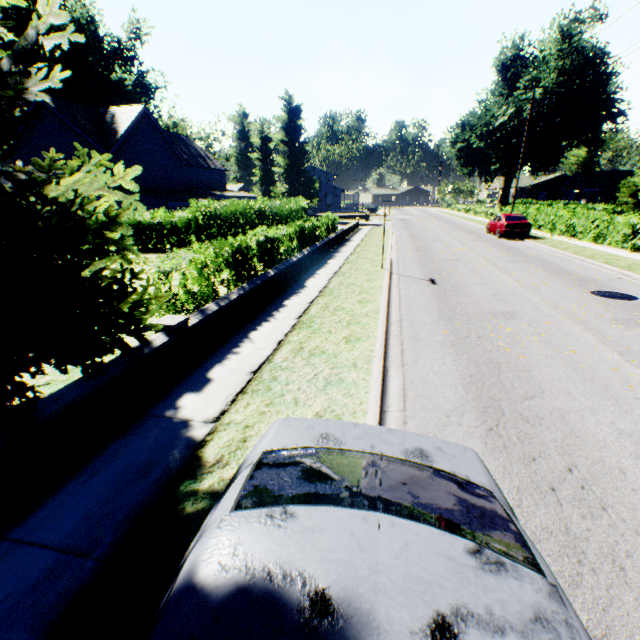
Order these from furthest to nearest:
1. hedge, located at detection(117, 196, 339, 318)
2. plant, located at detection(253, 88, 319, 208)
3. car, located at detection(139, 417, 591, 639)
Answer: plant, located at detection(253, 88, 319, 208), hedge, located at detection(117, 196, 339, 318), car, located at detection(139, 417, 591, 639)

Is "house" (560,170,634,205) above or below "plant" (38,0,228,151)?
below

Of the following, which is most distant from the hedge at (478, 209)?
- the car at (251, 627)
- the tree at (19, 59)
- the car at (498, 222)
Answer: the car at (251, 627)

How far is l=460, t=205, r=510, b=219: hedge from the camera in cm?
3558

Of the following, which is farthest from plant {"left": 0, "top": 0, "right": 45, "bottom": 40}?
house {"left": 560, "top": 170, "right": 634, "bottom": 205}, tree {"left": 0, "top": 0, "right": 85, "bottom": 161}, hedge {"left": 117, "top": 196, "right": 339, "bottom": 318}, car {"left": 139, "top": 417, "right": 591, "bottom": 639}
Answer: car {"left": 139, "top": 417, "right": 591, "bottom": 639}

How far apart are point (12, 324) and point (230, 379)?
2.82m

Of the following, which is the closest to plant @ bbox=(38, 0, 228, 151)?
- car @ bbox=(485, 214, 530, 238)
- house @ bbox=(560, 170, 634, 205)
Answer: house @ bbox=(560, 170, 634, 205)

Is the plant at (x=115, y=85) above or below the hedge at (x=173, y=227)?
above
